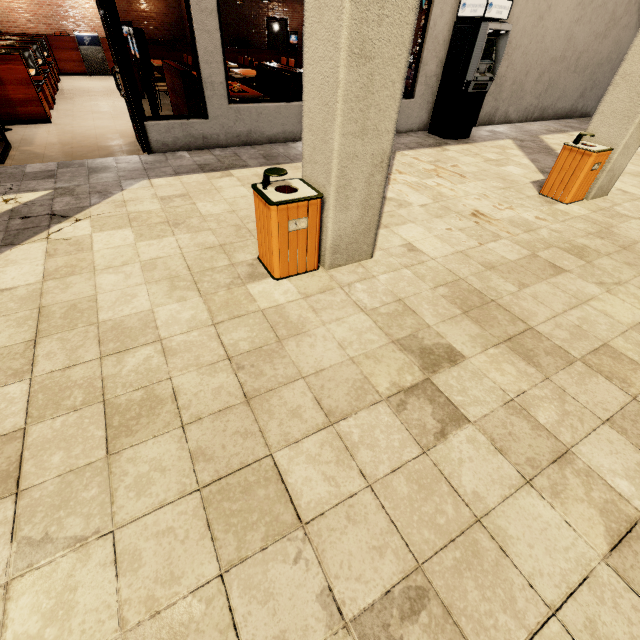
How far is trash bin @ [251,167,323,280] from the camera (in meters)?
2.78

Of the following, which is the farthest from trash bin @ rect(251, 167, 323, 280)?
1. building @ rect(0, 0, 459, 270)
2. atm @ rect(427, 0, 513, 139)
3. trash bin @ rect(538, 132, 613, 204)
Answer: atm @ rect(427, 0, 513, 139)

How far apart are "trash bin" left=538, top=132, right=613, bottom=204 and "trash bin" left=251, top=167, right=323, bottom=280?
4.47m

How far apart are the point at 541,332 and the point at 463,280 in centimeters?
88cm

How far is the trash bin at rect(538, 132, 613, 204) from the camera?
4.7m

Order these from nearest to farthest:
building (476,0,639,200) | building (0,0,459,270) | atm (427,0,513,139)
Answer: building (0,0,459,270) < building (476,0,639,200) < atm (427,0,513,139)

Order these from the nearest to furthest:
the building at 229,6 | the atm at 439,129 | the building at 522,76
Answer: the building at 229,6
the building at 522,76
the atm at 439,129

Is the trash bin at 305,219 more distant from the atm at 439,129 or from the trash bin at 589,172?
the atm at 439,129
